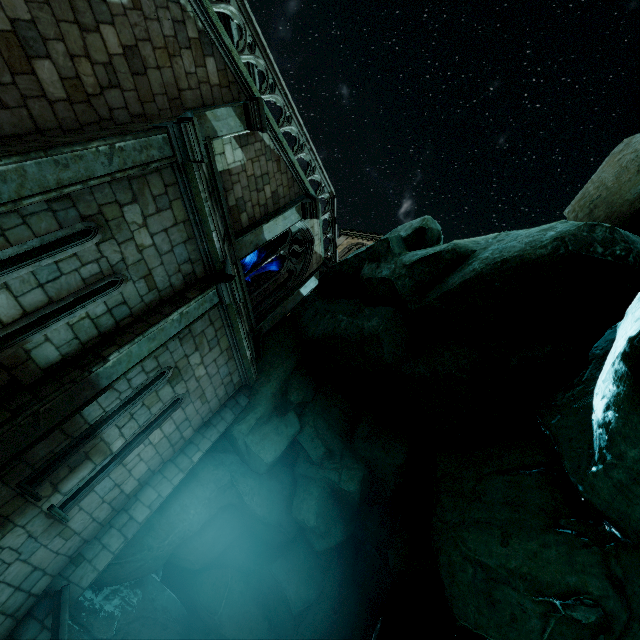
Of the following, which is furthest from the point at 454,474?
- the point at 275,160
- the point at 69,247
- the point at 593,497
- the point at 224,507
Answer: the point at 275,160

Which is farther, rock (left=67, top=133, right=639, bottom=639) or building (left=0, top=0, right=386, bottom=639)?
rock (left=67, top=133, right=639, bottom=639)

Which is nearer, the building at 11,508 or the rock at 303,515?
the building at 11,508
